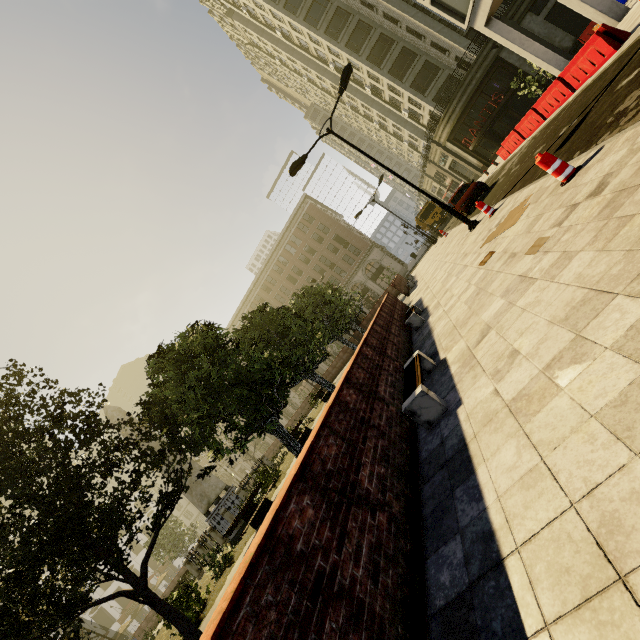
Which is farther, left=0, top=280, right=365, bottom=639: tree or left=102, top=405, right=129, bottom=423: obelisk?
left=102, top=405, right=129, bottom=423: obelisk

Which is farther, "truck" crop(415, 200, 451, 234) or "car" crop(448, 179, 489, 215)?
"truck" crop(415, 200, 451, 234)

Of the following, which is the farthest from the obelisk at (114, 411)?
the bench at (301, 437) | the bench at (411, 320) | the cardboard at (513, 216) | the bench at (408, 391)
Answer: the cardboard at (513, 216)

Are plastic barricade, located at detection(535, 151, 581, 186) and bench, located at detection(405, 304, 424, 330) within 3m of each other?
no

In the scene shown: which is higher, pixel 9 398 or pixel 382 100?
pixel 382 100

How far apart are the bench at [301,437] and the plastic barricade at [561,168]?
14.59m

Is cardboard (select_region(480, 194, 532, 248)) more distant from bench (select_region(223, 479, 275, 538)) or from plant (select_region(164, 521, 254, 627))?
plant (select_region(164, 521, 254, 627))

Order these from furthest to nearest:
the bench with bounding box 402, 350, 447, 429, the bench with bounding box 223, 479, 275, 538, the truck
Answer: the truck
the bench with bounding box 223, 479, 275, 538
the bench with bounding box 402, 350, 447, 429
